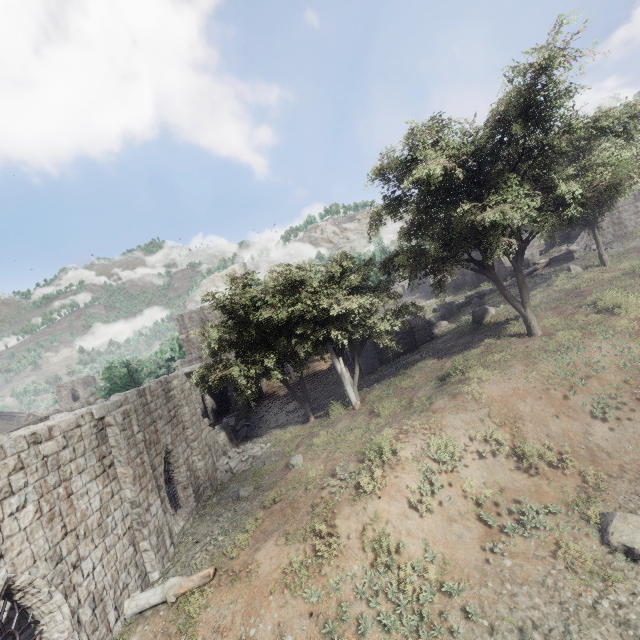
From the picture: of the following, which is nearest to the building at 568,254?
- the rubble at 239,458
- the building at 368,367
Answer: the building at 368,367

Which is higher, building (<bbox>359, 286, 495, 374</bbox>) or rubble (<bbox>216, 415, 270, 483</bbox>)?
building (<bbox>359, 286, 495, 374</bbox>)

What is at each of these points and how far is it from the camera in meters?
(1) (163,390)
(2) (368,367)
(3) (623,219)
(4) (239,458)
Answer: (1) building, 15.3 m
(2) building, 25.3 m
(3) building, 28.0 m
(4) rubble, 18.6 m

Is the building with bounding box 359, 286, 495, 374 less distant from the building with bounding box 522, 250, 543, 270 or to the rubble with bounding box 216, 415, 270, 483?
the rubble with bounding box 216, 415, 270, 483

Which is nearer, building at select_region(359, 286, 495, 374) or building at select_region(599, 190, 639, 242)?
building at select_region(359, 286, 495, 374)

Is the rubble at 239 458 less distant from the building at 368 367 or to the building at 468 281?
the building at 368 367
